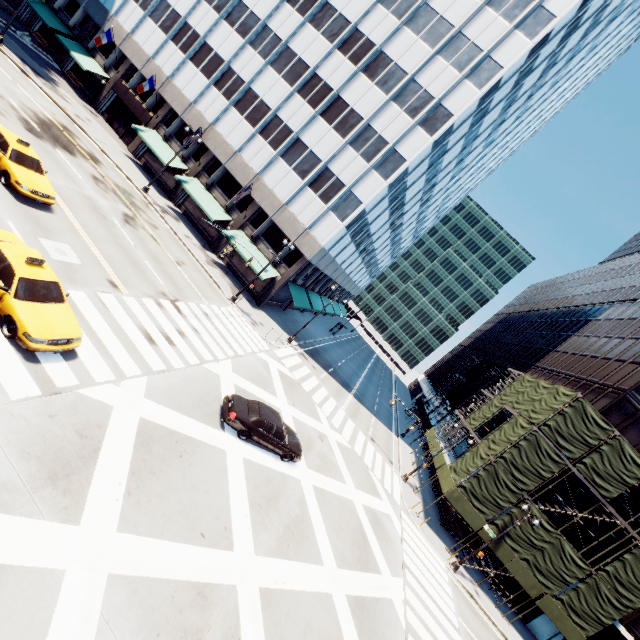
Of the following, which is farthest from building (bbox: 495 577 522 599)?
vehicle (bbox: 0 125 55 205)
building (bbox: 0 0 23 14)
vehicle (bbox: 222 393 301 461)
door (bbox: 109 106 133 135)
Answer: door (bbox: 109 106 133 135)

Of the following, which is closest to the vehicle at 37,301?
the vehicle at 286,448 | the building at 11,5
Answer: the vehicle at 286,448

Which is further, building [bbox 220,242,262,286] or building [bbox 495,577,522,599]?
building [bbox 220,242,262,286]

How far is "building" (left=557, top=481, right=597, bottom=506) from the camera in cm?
2697

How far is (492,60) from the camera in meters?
28.4 m

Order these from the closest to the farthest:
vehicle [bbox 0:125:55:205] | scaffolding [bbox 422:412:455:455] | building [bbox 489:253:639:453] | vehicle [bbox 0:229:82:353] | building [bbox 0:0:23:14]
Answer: vehicle [bbox 0:229:82:353] < vehicle [bbox 0:125:55:205] < building [bbox 489:253:639:453] < scaffolding [bbox 422:412:455:455] < building [bbox 0:0:23:14]

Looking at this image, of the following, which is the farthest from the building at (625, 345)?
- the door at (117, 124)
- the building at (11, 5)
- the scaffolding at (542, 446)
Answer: the door at (117, 124)
